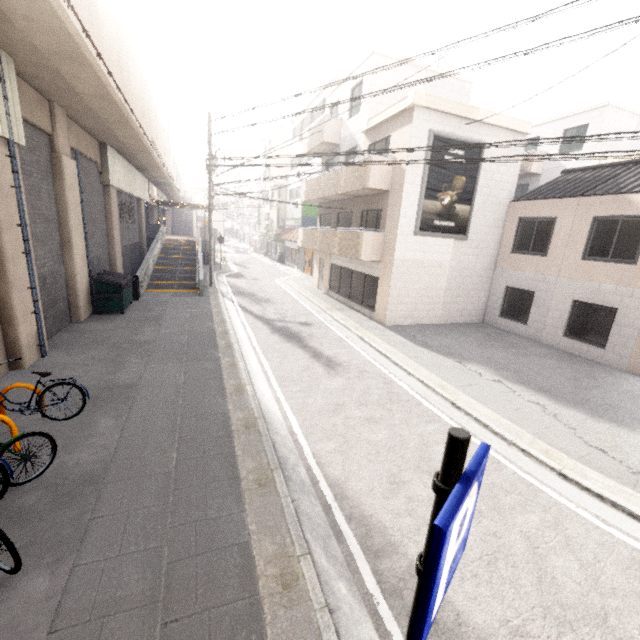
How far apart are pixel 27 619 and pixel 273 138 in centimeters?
4254cm

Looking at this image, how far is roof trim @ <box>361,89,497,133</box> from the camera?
11.95m

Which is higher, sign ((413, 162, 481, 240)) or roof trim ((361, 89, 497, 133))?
roof trim ((361, 89, 497, 133))

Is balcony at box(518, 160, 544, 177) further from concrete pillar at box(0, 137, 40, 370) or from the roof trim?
concrete pillar at box(0, 137, 40, 370)

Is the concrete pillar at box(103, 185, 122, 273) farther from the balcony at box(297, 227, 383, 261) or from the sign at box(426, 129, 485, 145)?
the sign at box(426, 129, 485, 145)

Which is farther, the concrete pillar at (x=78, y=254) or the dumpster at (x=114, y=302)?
the dumpster at (x=114, y=302)

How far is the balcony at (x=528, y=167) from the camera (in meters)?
21.17

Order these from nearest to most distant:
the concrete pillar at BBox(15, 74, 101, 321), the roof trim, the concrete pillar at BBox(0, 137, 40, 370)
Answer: the concrete pillar at BBox(0, 137, 40, 370) < the concrete pillar at BBox(15, 74, 101, 321) < the roof trim
